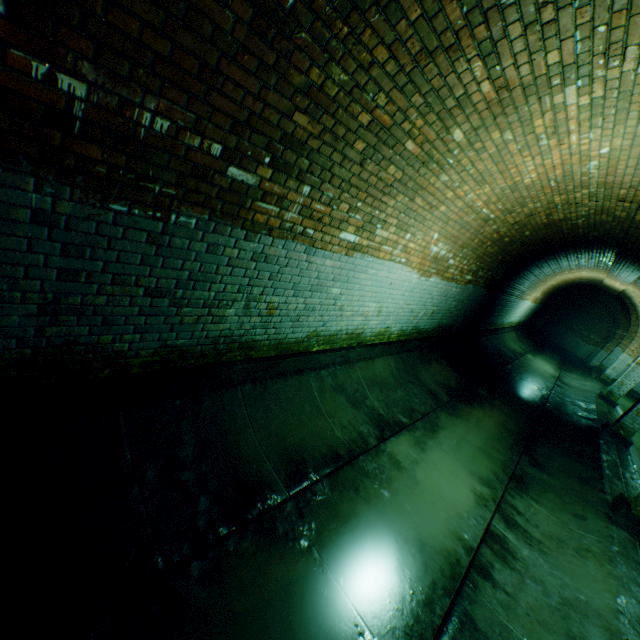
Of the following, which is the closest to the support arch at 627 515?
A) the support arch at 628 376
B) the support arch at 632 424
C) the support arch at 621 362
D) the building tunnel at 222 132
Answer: the building tunnel at 222 132

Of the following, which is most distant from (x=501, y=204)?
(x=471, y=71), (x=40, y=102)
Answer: (x=40, y=102)

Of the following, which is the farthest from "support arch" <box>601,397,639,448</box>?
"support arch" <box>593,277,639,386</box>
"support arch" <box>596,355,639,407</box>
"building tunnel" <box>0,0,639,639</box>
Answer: "support arch" <box>593,277,639,386</box>

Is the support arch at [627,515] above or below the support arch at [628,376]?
below

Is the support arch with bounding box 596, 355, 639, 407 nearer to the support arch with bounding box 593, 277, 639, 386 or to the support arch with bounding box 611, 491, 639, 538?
the support arch with bounding box 593, 277, 639, 386

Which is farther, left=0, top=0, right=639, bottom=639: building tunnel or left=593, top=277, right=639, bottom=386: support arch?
left=593, top=277, right=639, bottom=386: support arch

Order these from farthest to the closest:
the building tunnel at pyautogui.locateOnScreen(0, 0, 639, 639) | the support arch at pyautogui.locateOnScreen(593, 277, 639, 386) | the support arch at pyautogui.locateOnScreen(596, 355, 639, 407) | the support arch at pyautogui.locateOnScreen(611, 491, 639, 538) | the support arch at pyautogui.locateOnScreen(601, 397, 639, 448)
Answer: the support arch at pyautogui.locateOnScreen(593, 277, 639, 386)
the support arch at pyautogui.locateOnScreen(596, 355, 639, 407)
the support arch at pyautogui.locateOnScreen(601, 397, 639, 448)
the support arch at pyautogui.locateOnScreen(611, 491, 639, 538)
the building tunnel at pyautogui.locateOnScreen(0, 0, 639, 639)

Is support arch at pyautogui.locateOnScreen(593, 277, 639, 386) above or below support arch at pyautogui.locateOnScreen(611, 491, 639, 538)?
above
